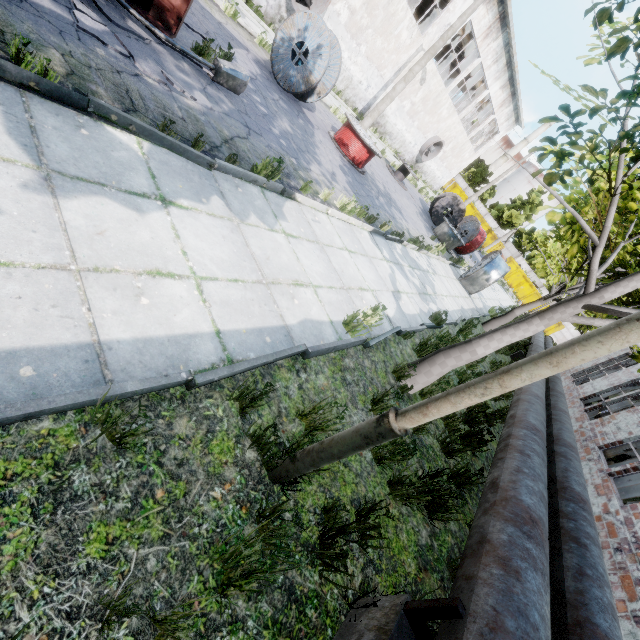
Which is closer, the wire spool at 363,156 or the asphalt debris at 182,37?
the asphalt debris at 182,37

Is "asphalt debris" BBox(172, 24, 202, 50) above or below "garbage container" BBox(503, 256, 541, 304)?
below

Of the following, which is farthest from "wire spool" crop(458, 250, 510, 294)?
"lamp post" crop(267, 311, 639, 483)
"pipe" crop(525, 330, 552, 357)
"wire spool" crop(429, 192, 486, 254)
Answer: "lamp post" crop(267, 311, 639, 483)

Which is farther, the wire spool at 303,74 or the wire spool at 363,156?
the wire spool at 363,156

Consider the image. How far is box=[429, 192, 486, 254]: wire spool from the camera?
18.2m

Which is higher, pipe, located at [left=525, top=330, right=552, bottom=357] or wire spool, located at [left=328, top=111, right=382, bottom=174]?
pipe, located at [left=525, top=330, right=552, bottom=357]

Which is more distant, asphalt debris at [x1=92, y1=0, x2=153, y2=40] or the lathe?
the lathe

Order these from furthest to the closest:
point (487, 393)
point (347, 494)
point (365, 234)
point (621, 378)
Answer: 1. point (621, 378)
2. point (365, 234)
3. point (347, 494)
4. point (487, 393)
